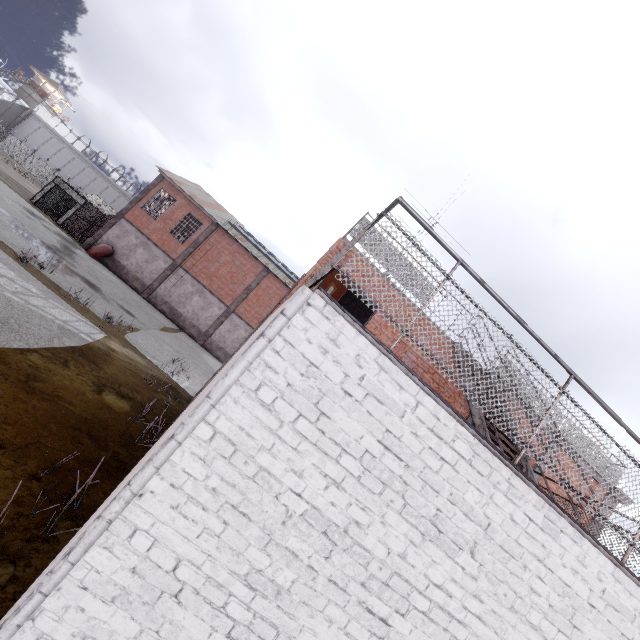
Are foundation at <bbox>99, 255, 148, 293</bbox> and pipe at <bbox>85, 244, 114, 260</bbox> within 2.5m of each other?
yes

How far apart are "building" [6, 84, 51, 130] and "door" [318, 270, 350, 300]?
79.7m

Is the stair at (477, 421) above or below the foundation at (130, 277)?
above

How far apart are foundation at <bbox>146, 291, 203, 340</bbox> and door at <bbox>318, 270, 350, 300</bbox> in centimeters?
2171cm

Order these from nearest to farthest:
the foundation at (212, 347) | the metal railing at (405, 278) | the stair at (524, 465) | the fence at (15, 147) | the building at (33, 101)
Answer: the metal railing at (405, 278), the stair at (524, 465), the foundation at (212, 347), the fence at (15, 147), the building at (33, 101)

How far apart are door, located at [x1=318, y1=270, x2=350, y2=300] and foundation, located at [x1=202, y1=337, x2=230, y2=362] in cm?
2126

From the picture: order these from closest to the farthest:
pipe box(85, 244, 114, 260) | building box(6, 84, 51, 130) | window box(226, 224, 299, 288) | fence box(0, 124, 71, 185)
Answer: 1. pipe box(85, 244, 114, 260)
2. window box(226, 224, 299, 288)
3. fence box(0, 124, 71, 185)
4. building box(6, 84, 51, 130)

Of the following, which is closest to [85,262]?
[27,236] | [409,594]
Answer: [27,236]
